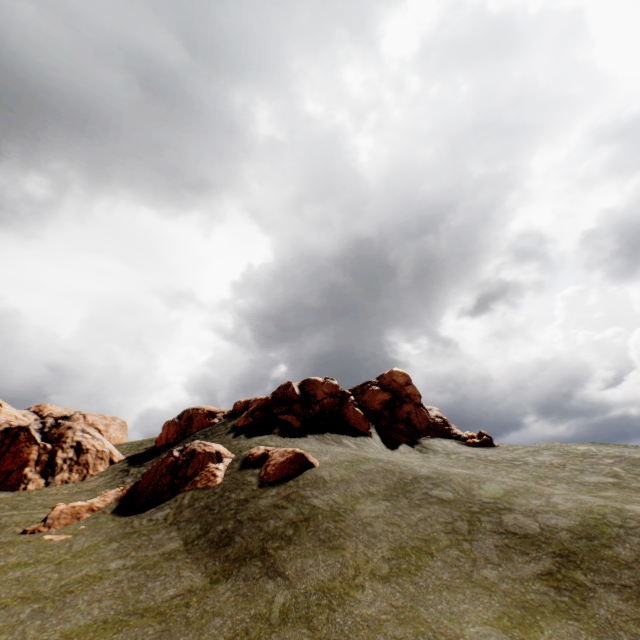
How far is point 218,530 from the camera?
13.0 meters

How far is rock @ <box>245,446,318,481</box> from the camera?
16.25m

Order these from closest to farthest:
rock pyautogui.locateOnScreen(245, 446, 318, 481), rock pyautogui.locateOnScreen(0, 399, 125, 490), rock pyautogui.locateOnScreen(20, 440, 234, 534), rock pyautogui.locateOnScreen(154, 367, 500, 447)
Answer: rock pyautogui.locateOnScreen(245, 446, 318, 481)
rock pyautogui.locateOnScreen(20, 440, 234, 534)
rock pyautogui.locateOnScreen(0, 399, 125, 490)
rock pyautogui.locateOnScreen(154, 367, 500, 447)

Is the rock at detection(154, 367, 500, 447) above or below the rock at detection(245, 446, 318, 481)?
above

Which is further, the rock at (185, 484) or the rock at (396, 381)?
the rock at (396, 381)

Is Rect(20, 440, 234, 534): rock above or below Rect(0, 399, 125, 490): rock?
below

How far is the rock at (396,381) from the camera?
Result: 27.61m
